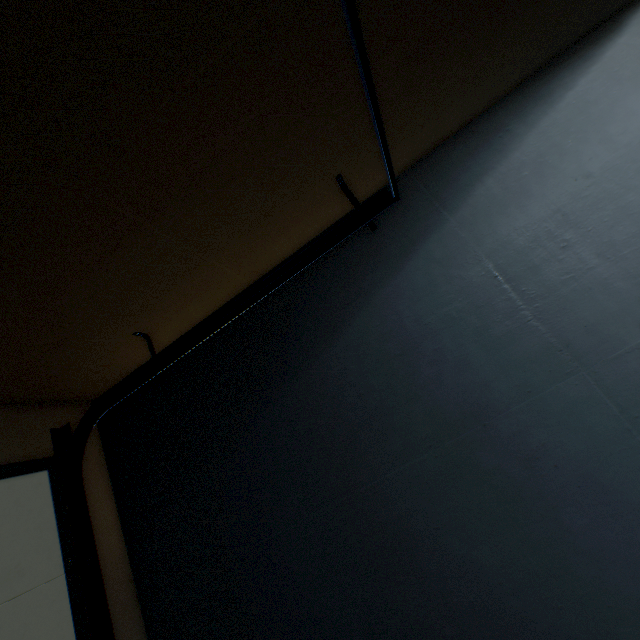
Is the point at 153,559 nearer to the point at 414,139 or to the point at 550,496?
the point at 550,496
